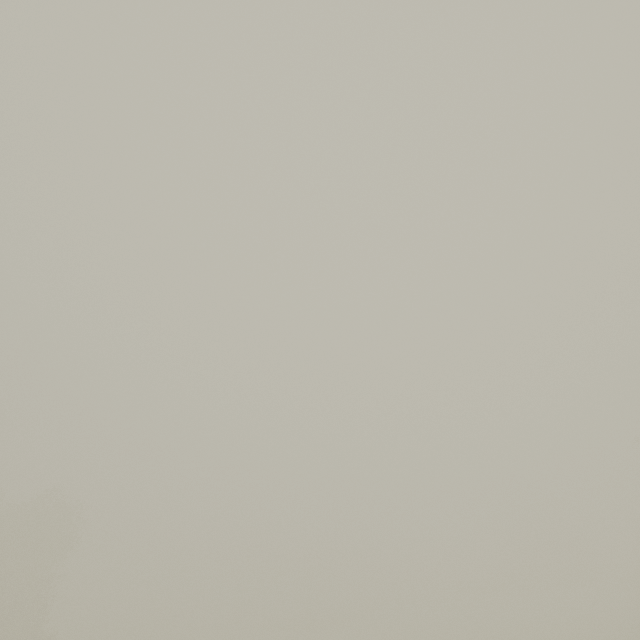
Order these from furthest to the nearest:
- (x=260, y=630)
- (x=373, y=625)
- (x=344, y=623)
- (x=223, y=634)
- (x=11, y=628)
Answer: (x=223, y=634), (x=260, y=630), (x=344, y=623), (x=373, y=625), (x=11, y=628)
